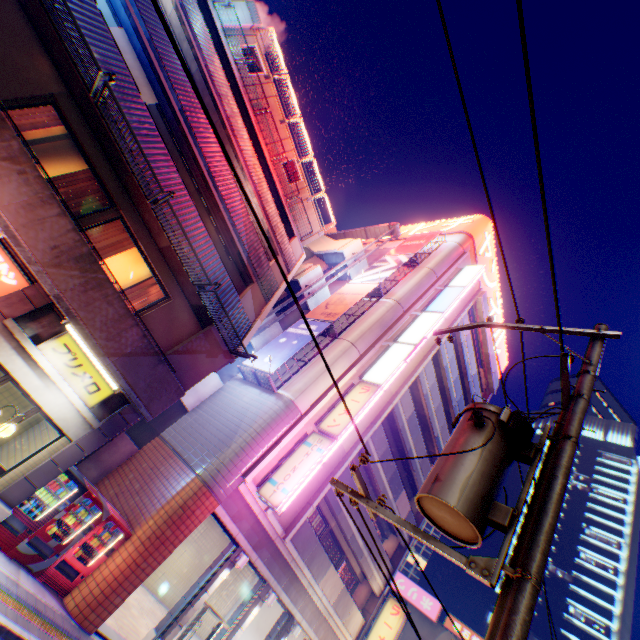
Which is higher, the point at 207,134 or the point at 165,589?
the point at 207,134

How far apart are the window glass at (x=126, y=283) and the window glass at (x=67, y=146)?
1.45m

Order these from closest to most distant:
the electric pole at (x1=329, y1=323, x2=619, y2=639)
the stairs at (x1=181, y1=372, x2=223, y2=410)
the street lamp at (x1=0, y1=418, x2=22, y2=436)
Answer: the electric pole at (x1=329, y1=323, x2=619, y2=639)
the street lamp at (x1=0, y1=418, x2=22, y2=436)
the stairs at (x1=181, y1=372, x2=223, y2=410)

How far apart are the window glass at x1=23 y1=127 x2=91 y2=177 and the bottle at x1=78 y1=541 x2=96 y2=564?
10.1 meters

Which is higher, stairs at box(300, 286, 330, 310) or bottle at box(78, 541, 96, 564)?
stairs at box(300, 286, 330, 310)

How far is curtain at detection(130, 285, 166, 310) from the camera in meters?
10.0 m

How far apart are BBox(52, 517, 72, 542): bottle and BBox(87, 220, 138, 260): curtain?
7.41m

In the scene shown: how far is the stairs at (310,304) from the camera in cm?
2072
